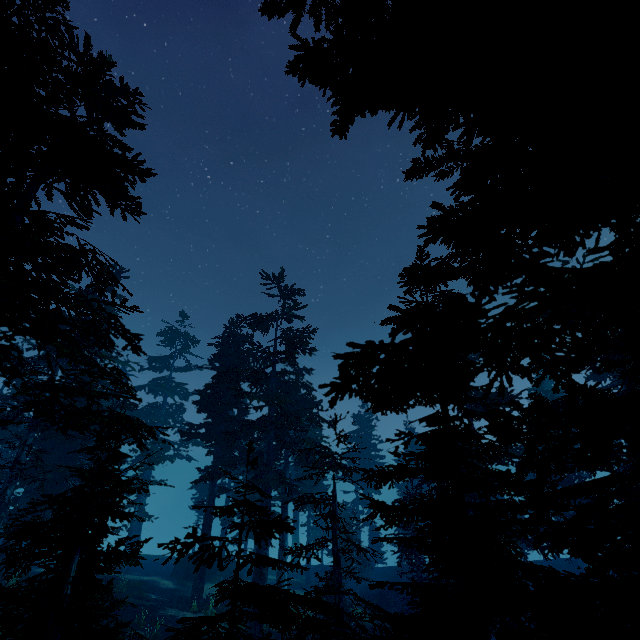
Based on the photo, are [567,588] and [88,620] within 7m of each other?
no

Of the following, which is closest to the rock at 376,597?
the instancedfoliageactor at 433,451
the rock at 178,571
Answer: the instancedfoliageactor at 433,451

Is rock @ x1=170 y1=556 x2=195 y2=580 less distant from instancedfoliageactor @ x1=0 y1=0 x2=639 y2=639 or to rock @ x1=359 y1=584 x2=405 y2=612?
instancedfoliageactor @ x1=0 y1=0 x2=639 y2=639

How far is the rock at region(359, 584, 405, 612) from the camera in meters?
28.8

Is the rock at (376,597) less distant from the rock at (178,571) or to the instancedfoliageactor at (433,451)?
the instancedfoliageactor at (433,451)

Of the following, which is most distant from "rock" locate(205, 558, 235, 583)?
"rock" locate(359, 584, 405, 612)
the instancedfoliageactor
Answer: "rock" locate(359, 584, 405, 612)
